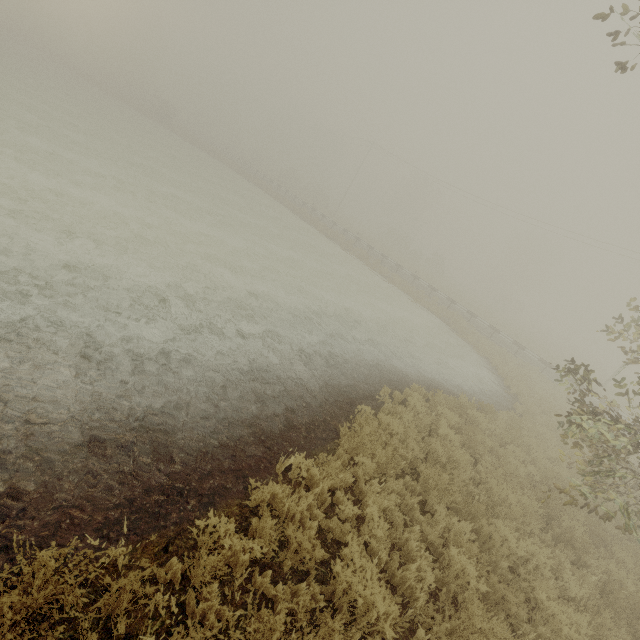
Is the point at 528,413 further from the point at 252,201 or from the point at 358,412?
the point at 252,201
